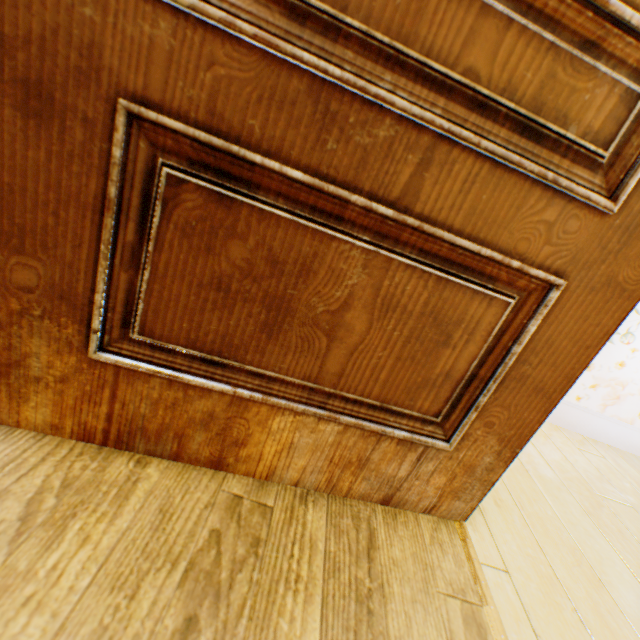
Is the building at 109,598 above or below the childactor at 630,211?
below

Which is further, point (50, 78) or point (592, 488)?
point (592, 488)

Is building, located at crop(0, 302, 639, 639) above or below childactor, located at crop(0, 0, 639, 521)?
below
